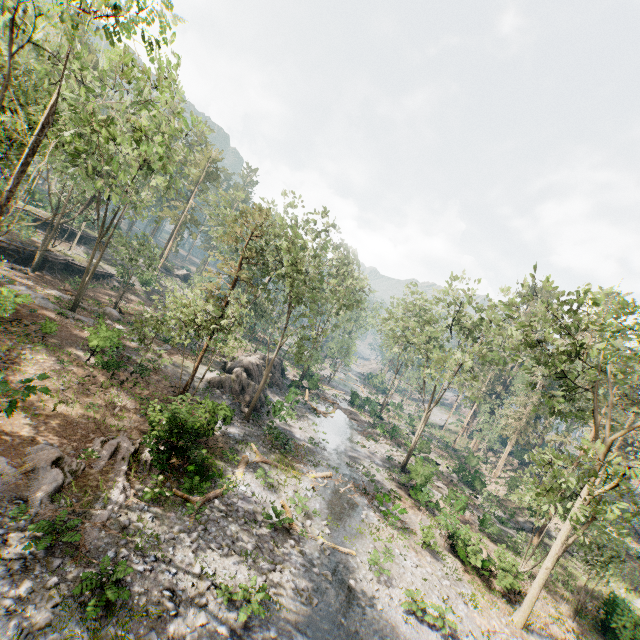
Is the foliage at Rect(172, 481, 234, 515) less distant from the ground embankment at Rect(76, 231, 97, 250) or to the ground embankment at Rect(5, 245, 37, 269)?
the ground embankment at Rect(5, 245, 37, 269)

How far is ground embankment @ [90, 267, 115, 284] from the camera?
41.7 meters

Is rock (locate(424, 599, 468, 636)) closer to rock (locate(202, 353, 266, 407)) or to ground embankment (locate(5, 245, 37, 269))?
rock (locate(202, 353, 266, 407))

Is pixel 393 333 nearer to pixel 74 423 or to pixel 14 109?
pixel 74 423

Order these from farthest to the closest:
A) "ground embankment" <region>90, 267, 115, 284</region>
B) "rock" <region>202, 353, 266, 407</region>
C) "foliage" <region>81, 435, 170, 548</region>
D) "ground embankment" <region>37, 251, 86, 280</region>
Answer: "ground embankment" <region>90, 267, 115, 284</region>, "ground embankment" <region>37, 251, 86, 280</region>, "rock" <region>202, 353, 266, 407</region>, "foliage" <region>81, 435, 170, 548</region>

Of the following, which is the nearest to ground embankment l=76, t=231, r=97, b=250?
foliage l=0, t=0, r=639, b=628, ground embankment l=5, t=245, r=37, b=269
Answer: foliage l=0, t=0, r=639, b=628

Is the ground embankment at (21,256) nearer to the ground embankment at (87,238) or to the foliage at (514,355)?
the foliage at (514,355)

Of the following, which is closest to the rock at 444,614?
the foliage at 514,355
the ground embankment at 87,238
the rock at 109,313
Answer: the foliage at 514,355
